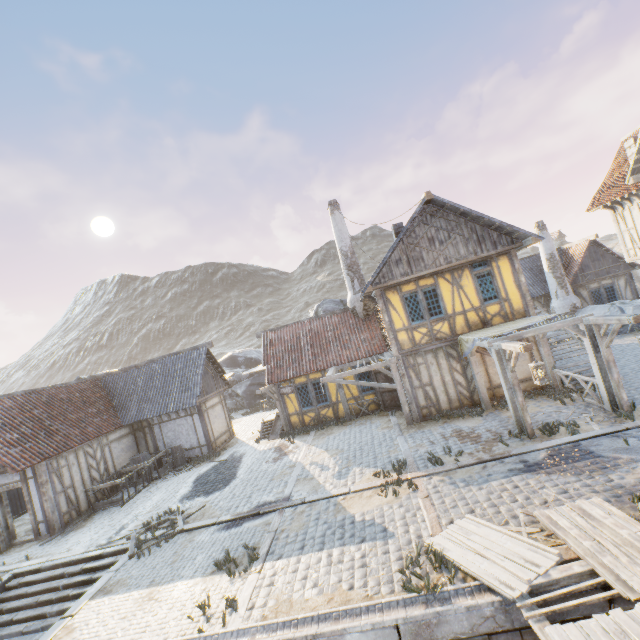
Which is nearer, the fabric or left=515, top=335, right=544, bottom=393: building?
the fabric

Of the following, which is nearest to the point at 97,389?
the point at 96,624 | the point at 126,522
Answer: the point at 126,522

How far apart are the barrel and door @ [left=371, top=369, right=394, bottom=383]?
10.38m

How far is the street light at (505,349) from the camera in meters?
8.5 m

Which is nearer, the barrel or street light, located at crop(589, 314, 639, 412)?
street light, located at crop(589, 314, 639, 412)

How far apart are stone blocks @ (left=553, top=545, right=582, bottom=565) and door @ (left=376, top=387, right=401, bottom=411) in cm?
1020

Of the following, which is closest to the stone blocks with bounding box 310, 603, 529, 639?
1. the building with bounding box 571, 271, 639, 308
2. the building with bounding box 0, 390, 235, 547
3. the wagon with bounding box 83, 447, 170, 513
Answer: the building with bounding box 0, 390, 235, 547

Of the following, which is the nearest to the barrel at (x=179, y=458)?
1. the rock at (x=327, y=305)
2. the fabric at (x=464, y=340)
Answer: the rock at (x=327, y=305)
